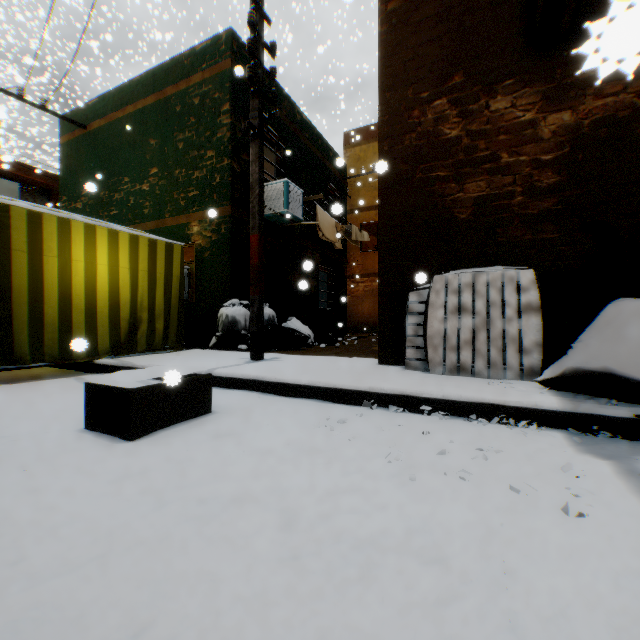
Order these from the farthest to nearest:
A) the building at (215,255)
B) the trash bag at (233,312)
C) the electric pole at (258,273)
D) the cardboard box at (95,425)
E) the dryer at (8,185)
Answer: the dryer at (8,185), the building at (215,255), the trash bag at (233,312), the electric pole at (258,273), the cardboard box at (95,425)

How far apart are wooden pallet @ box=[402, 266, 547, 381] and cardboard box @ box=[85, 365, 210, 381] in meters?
1.8

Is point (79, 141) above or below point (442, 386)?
above

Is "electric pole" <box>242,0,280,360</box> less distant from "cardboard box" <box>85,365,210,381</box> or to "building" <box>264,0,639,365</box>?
"building" <box>264,0,639,365</box>

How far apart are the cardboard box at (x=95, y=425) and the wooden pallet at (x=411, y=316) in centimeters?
180cm

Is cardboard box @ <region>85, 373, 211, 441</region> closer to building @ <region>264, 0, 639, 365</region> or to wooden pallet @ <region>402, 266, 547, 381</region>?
building @ <region>264, 0, 639, 365</region>

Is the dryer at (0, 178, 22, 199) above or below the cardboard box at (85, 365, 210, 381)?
above

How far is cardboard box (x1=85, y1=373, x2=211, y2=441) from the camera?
2.2m
